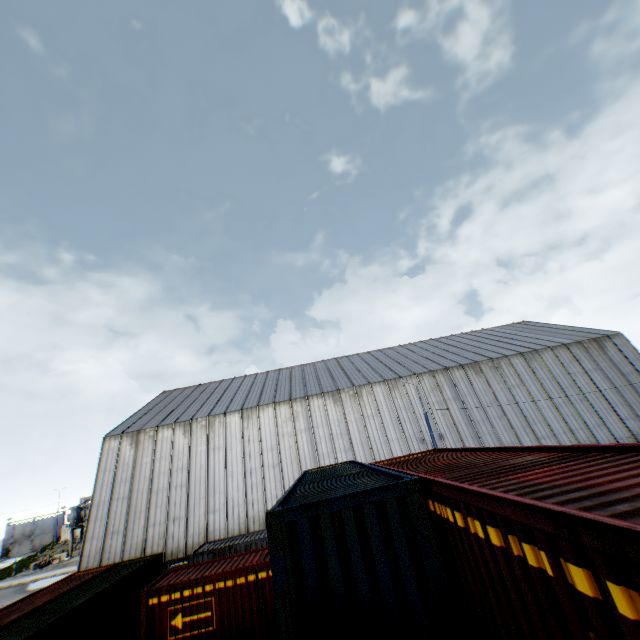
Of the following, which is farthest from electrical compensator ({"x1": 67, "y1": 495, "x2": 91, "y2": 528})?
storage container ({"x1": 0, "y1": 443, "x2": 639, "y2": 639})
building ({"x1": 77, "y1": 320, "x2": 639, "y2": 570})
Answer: storage container ({"x1": 0, "y1": 443, "x2": 639, "y2": 639})

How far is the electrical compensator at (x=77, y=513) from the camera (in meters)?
46.72

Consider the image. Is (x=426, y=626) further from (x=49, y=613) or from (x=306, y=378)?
(x=306, y=378)

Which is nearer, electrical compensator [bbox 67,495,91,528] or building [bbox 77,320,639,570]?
building [bbox 77,320,639,570]

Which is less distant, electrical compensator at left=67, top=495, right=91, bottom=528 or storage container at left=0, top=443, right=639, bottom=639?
storage container at left=0, top=443, right=639, bottom=639

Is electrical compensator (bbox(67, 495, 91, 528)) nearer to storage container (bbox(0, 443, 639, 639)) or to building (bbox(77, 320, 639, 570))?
building (bbox(77, 320, 639, 570))

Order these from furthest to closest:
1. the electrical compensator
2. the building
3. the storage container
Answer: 1. the electrical compensator
2. the building
3. the storage container

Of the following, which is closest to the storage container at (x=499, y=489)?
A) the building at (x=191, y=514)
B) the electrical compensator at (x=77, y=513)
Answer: the building at (x=191, y=514)
